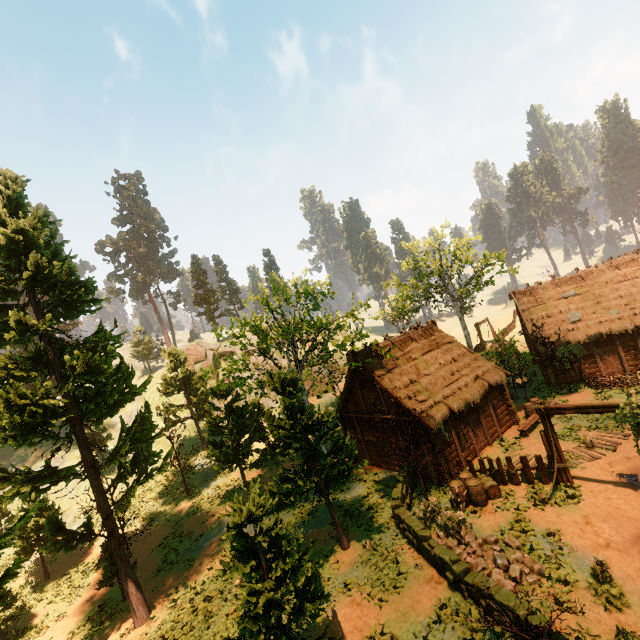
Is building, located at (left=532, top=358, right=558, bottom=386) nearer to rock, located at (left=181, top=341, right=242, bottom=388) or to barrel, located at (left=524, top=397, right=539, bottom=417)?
barrel, located at (left=524, top=397, right=539, bottom=417)

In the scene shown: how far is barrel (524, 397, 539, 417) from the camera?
20.8 meters

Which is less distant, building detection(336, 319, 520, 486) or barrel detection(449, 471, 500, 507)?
barrel detection(449, 471, 500, 507)

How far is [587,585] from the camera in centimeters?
963cm

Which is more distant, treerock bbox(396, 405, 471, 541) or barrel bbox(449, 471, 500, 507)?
barrel bbox(449, 471, 500, 507)

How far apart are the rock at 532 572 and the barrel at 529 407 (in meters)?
11.03

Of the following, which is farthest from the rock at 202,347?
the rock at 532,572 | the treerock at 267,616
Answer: the rock at 532,572

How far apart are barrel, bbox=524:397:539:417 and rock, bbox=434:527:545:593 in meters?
11.0
